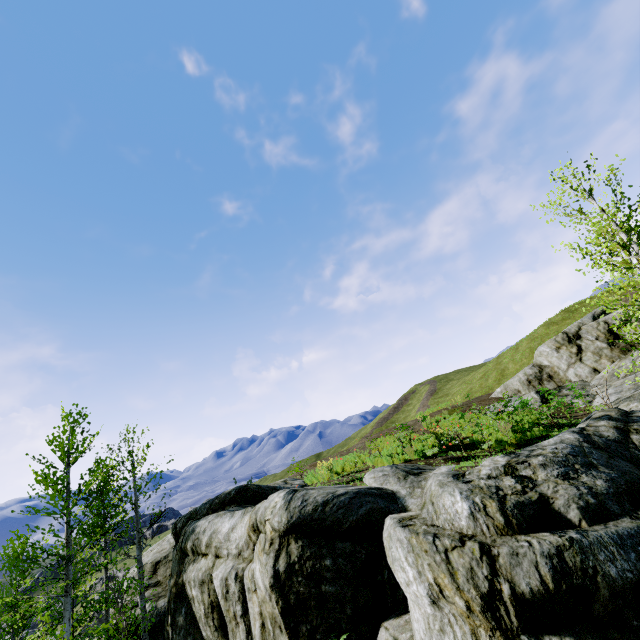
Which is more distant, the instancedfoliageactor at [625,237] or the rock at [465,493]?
the instancedfoliageactor at [625,237]

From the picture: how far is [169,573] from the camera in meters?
17.4

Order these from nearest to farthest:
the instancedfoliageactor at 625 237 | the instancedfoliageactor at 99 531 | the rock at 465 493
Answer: the rock at 465 493, the instancedfoliageactor at 625 237, the instancedfoliageactor at 99 531

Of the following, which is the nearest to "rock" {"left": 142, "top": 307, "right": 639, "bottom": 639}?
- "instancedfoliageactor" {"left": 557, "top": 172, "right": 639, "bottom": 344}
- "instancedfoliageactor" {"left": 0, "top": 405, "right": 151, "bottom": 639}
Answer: "instancedfoliageactor" {"left": 557, "top": 172, "right": 639, "bottom": 344}

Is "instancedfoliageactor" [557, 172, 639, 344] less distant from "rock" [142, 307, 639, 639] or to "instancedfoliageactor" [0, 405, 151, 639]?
"rock" [142, 307, 639, 639]

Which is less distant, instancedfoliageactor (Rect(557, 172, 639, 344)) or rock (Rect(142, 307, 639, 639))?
rock (Rect(142, 307, 639, 639))
